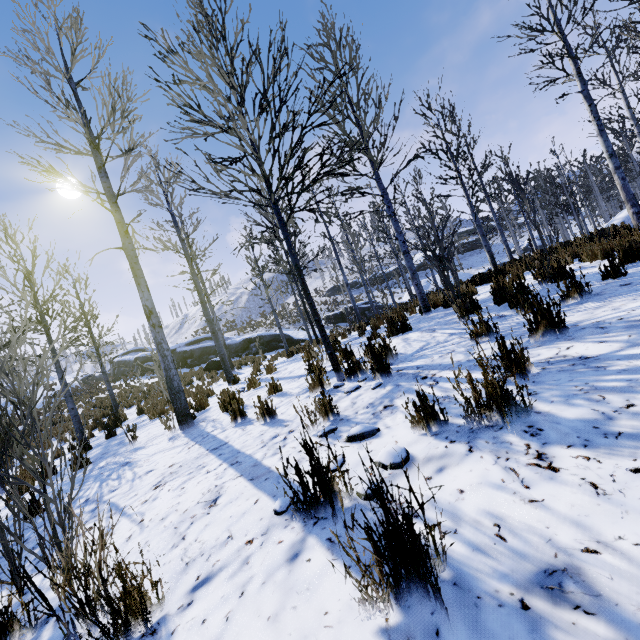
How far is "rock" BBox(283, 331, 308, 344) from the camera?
26.7m

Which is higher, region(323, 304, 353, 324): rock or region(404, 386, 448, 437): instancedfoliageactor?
region(323, 304, 353, 324): rock

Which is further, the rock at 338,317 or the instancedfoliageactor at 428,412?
the rock at 338,317

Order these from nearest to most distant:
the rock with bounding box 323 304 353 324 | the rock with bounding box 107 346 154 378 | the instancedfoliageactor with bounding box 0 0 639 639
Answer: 1. the instancedfoliageactor with bounding box 0 0 639 639
2. the rock with bounding box 107 346 154 378
3. the rock with bounding box 323 304 353 324

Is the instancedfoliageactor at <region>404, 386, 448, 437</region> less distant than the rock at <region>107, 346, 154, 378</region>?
Yes

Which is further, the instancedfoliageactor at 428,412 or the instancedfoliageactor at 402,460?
the instancedfoliageactor at 428,412

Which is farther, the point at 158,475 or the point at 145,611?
the point at 158,475

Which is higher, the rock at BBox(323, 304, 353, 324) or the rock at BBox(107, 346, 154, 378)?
the rock at BBox(107, 346, 154, 378)
